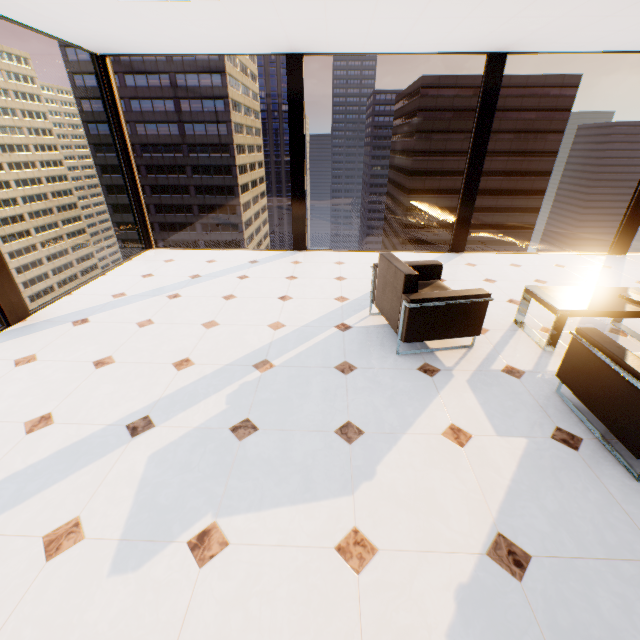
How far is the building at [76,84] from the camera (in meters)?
52.00

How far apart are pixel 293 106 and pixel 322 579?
5.9 meters

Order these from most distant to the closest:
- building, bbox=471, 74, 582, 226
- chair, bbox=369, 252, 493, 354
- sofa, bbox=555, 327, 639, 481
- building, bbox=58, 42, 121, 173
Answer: building, bbox=58, 42, 121, 173, building, bbox=471, 74, 582, 226, chair, bbox=369, 252, 493, 354, sofa, bbox=555, 327, 639, 481

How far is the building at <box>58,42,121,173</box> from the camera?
52.00m

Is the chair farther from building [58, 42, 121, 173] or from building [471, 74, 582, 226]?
building [58, 42, 121, 173]

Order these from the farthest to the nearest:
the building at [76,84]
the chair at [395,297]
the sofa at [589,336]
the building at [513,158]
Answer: the building at [76,84] < the building at [513,158] < the chair at [395,297] < the sofa at [589,336]

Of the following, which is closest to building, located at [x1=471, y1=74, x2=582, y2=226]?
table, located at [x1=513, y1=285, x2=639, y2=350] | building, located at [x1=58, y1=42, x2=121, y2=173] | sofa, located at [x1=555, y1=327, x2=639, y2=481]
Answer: building, located at [x1=58, y1=42, x2=121, y2=173]

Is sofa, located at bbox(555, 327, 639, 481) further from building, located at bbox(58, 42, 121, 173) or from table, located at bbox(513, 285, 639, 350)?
building, located at bbox(58, 42, 121, 173)
